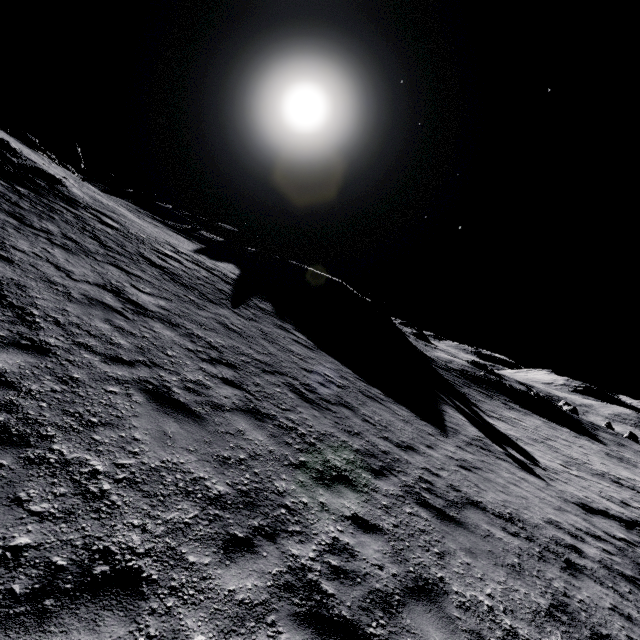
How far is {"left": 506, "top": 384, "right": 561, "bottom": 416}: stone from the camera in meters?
43.3

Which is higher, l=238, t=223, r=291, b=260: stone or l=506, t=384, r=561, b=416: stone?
l=238, t=223, r=291, b=260: stone

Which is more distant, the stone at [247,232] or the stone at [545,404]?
the stone at [545,404]

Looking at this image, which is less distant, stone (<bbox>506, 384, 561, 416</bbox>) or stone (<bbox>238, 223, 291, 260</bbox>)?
stone (<bbox>238, 223, 291, 260</bbox>)

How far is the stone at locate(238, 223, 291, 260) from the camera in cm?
4177

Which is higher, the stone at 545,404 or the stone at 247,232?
the stone at 247,232

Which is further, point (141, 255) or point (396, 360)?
point (396, 360)
